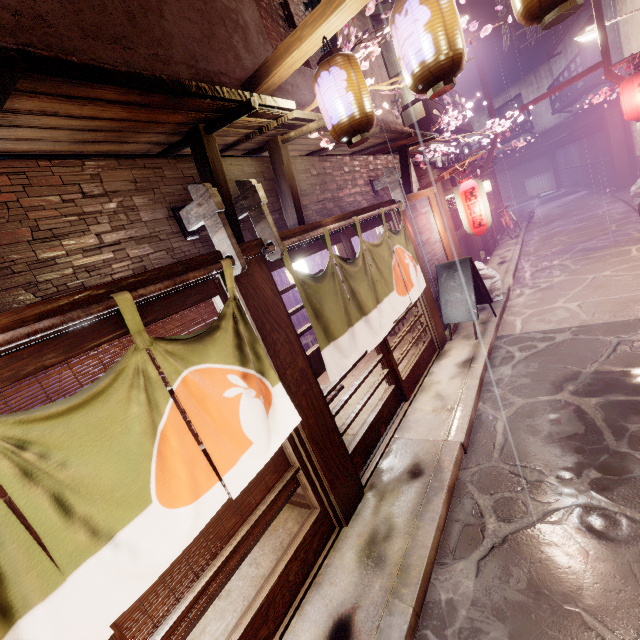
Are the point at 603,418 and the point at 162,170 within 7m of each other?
no

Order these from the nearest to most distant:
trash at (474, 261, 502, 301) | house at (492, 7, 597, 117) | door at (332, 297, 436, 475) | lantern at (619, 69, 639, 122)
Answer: door at (332, 297, 436, 475)
trash at (474, 261, 502, 301)
lantern at (619, 69, 639, 122)
house at (492, 7, 597, 117)

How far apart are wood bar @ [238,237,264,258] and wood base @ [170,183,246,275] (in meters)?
0.04

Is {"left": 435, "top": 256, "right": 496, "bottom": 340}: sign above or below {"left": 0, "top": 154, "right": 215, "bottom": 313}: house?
below

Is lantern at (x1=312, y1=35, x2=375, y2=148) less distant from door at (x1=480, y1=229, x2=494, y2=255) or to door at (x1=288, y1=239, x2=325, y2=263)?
door at (x1=288, y1=239, x2=325, y2=263)

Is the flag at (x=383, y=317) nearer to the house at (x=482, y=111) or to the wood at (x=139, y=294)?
the wood at (x=139, y=294)

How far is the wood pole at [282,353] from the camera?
5.2 meters

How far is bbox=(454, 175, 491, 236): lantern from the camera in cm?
1198
